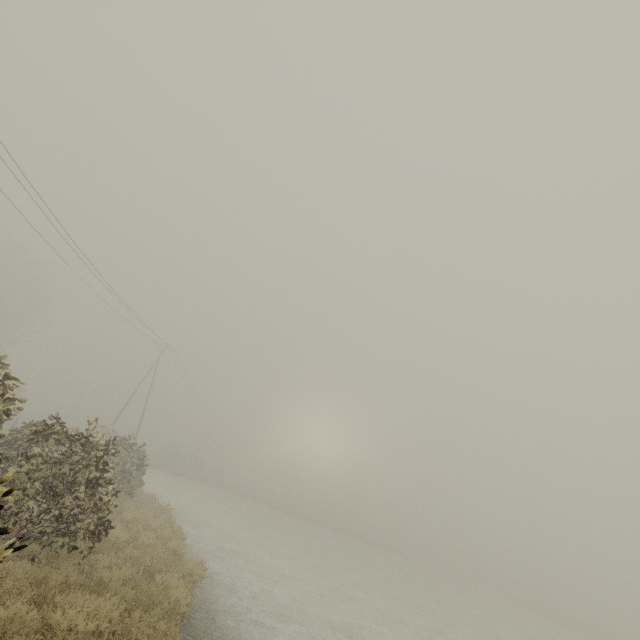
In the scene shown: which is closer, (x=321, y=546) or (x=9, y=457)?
(x=9, y=457)
